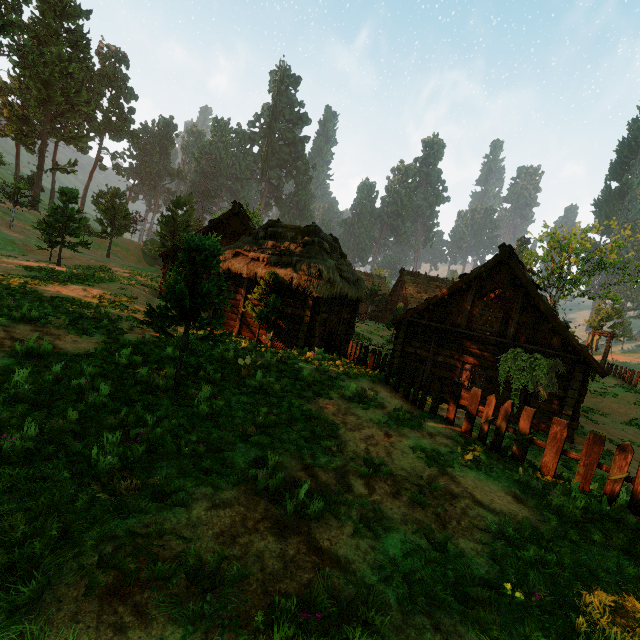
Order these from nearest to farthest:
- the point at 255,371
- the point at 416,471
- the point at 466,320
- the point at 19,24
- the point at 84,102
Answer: the point at 416,471, the point at 255,371, the point at 466,320, the point at 19,24, the point at 84,102

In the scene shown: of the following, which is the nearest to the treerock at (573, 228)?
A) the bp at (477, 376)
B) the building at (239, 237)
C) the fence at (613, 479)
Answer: the building at (239, 237)

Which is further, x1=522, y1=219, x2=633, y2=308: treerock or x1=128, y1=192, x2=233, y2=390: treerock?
x1=522, y1=219, x2=633, y2=308: treerock

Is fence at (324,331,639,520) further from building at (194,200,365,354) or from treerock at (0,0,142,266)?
treerock at (0,0,142,266)

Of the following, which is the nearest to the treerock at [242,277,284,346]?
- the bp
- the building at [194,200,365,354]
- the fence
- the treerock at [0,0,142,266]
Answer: the treerock at [0,0,142,266]

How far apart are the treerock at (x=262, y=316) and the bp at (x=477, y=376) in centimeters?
1013cm

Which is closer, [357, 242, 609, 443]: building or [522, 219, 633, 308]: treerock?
[357, 242, 609, 443]: building

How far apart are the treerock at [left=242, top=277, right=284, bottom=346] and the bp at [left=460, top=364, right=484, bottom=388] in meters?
10.1 m
